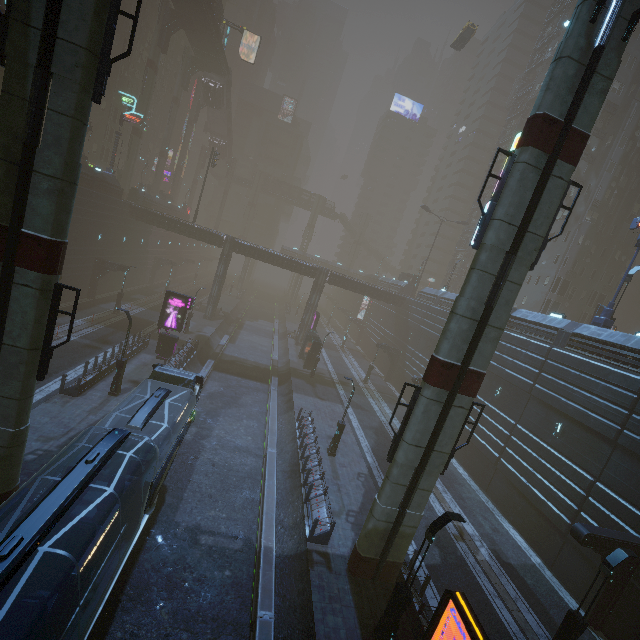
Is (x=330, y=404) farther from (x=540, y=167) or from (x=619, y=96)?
(x=619, y=96)

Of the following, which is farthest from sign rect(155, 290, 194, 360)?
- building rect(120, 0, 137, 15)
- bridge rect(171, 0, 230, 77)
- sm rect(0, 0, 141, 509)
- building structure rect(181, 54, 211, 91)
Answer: building structure rect(181, 54, 211, 91)

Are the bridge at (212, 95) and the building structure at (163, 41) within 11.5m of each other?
no

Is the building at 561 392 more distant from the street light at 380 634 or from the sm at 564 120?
the street light at 380 634

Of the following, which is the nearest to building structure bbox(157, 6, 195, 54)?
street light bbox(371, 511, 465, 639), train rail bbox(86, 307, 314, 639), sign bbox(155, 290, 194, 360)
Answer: train rail bbox(86, 307, 314, 639)

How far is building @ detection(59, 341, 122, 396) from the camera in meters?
19.1 m
